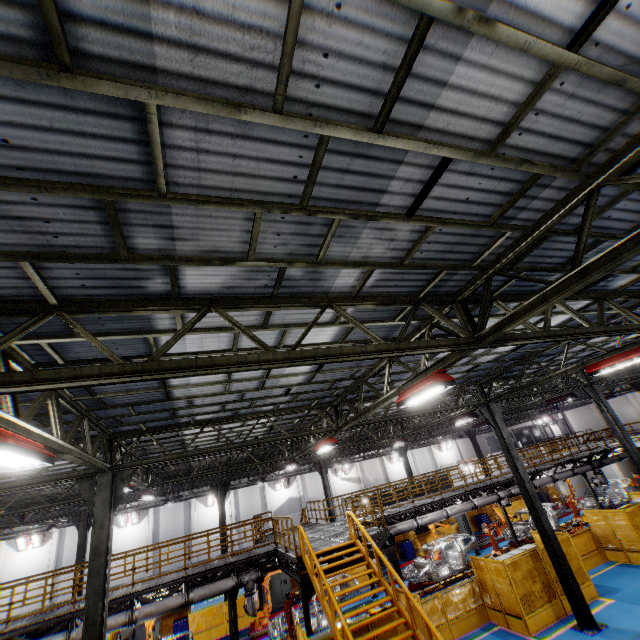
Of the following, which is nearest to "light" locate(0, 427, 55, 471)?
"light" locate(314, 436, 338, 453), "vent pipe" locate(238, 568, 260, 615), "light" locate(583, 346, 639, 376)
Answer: "light" locate(314, 436, 338, 453)

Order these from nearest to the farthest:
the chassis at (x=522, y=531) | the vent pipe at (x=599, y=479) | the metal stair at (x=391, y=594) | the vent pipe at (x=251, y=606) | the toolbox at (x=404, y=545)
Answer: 1. the metal stair at (x=391, y=594)
2. the vent pipe at (x=251, y=606)
3. the chassis at (x=522, y=531)
4. the vent pipe at (x=599, y=479)
5. the toolbox at (x=404, y=545)

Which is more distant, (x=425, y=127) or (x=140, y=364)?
(x=140, y=364)

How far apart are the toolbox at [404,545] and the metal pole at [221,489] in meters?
12.4

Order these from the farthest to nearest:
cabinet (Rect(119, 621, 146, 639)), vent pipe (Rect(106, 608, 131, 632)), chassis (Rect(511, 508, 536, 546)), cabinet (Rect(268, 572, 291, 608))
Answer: cabinet (Rect(268, 572, 291, 608))
chassis (Rect(511, 508, 536, 546))
cabinet (Rect(119, 621, 146, 639))
vent pipe (Rect(106, 608, 131, 632))

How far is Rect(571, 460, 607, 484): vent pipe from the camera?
22.1 meters

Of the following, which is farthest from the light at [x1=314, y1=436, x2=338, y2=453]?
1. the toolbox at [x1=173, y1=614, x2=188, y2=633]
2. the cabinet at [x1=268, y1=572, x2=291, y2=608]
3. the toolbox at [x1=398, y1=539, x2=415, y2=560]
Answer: the toolbox at [x1=398, y1=539, x2=415, y2=560]
